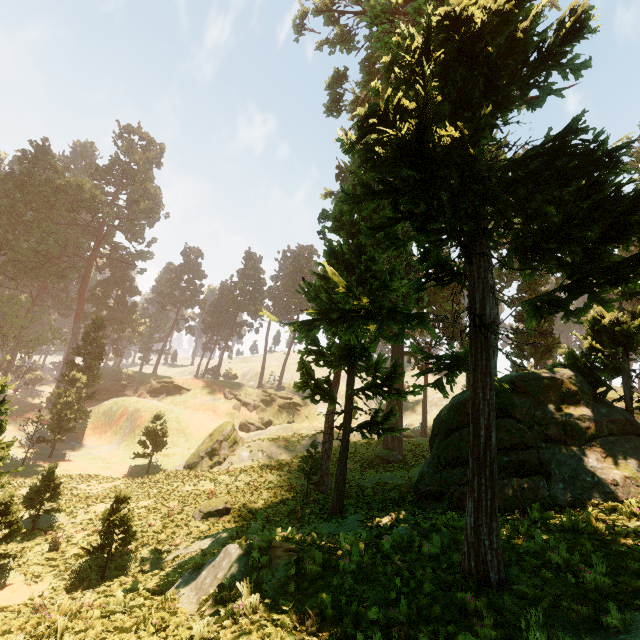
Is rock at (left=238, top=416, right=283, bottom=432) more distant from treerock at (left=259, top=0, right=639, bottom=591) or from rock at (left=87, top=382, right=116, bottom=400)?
treerock at (left=259, top=0, right=639, bottom=591)

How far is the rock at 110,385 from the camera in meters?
59.2 m

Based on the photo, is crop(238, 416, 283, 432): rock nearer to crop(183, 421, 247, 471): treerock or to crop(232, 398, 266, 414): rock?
crop(232, 398, 266, 414): rock

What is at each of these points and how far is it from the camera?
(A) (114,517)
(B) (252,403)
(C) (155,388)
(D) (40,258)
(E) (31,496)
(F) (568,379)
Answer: (A) treerock, 14.16m
(B) rock, 59.72m
(C) rock, 58.72m
(D) treerock, 48.06m
(E) treerock, 17.88m
(F) treerock, 13.34m

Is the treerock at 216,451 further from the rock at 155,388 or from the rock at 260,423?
the rock at 260,423

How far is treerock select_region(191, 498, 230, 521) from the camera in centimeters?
1856cm

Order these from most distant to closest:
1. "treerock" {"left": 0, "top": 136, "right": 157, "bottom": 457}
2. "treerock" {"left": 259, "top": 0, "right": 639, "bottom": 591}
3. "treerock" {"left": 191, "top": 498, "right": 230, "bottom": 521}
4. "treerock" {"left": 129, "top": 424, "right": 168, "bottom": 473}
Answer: "treerock" {"left": 0, "top": 136, "right": 157, "bottom": 457}, "treerock" {"left": 129, "top": 424, "right": 168, "bottom": 473}, "treerock" {"left": 191, "top": 498, "right": 230, "bottom": 521}, "treerock" {"left": 259, "top": 0, "right": 639, "bottom": 591}
